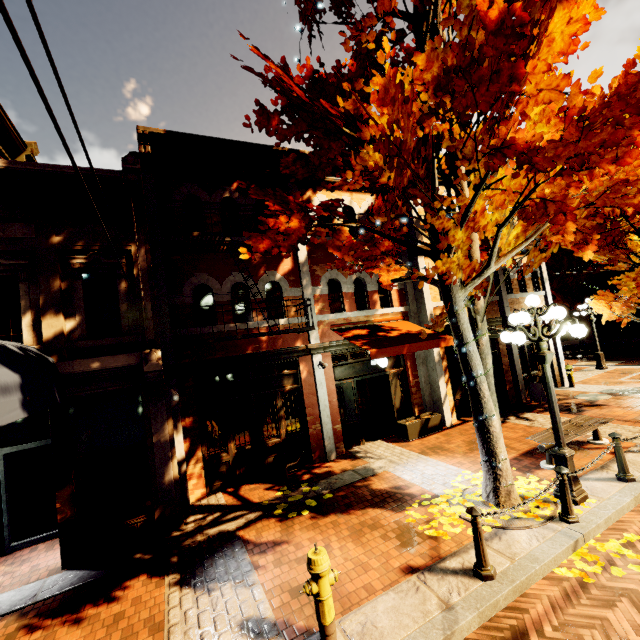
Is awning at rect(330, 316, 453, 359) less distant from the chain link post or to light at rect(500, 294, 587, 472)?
light at rect(500, 294, 587, 472)

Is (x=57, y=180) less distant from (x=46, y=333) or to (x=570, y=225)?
(x=46, y=333)

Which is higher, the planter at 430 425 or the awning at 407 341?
the awning at 407 341

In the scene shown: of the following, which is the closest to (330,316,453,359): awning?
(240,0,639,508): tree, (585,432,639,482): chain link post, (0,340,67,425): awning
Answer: (240,0,639,508): tree

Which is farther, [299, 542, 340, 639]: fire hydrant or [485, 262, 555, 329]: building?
[485, 262, 555, 329]: building

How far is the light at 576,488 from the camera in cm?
549

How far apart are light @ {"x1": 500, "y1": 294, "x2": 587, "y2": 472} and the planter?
4.28m

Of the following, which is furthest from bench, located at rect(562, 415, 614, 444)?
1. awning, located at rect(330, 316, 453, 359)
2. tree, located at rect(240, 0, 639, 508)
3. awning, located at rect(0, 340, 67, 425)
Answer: awning, located at rect(0, 340, 67, 425)
